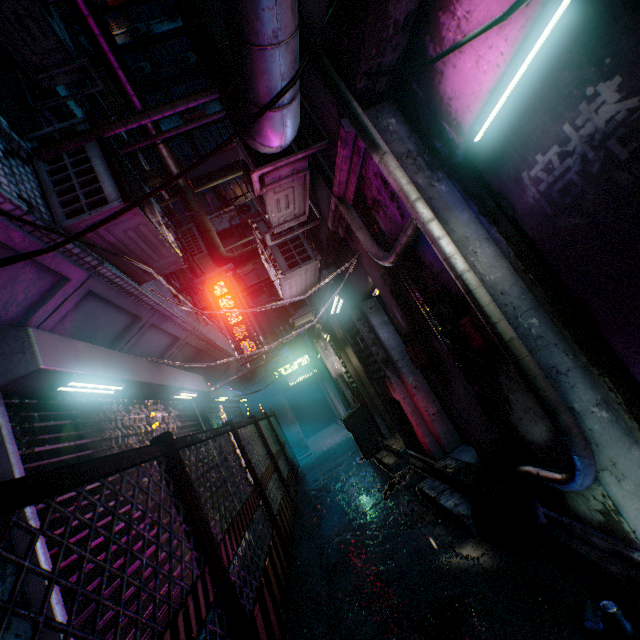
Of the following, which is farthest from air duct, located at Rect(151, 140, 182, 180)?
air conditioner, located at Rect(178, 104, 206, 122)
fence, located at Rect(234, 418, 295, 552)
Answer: air conditioner, located at Rect(178, 104, 206, 122)

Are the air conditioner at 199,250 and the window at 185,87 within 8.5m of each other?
no

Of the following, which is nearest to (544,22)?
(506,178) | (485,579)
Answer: (506,178)

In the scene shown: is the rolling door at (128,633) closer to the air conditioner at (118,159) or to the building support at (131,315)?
the building support at (131,315)

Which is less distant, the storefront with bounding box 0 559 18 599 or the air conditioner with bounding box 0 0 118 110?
the storefront with bounding box 0 559 18 599

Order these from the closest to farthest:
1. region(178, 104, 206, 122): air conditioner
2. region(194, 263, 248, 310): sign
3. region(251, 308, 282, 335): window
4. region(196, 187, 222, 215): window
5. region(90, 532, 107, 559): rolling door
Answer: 1. region(90, 532, 107, 559): rolling door
2. region(194, 263, 248, 310): sign
3. region(251, 308, 282, 335): window
4. region(196, 187, 222, 215): window
5. region(178, 104, 206, 122): air conditioner

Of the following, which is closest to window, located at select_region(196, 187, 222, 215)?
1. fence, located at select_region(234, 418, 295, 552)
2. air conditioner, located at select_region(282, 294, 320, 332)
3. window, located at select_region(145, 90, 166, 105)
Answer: window, located at select_region(145, 90, 166, 105)

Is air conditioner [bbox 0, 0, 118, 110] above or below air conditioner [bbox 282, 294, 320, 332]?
above
